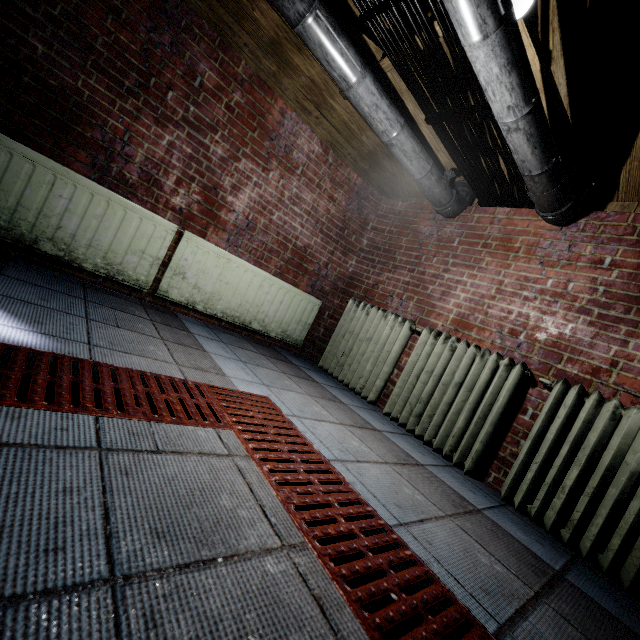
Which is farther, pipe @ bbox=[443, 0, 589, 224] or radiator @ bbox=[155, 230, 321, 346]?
radiator @ bbox=[155, 230, 321, 346]

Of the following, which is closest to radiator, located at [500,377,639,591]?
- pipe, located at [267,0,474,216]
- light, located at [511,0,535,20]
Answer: pipe, located at [267,0,474,216]

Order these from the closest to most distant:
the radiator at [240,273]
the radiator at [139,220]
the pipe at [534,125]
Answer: the pipe at [534,125], the radiator at [139,220], the radiator at [240,273]

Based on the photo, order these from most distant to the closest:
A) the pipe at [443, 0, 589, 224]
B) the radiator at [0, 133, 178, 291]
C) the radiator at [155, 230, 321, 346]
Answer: the radiator at [155, 230, 321, 346] < the radiator at [0, 133, 178, 291] < the pipe at [443, 0, 589, 224]

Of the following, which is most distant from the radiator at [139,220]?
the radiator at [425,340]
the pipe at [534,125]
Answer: the pipe at [534,125]

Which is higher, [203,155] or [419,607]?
[203,155]

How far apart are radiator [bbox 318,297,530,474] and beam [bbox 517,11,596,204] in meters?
1.3 m

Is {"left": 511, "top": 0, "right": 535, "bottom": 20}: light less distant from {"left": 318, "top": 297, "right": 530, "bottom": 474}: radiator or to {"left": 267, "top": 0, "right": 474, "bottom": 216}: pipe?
{"left": 267, "top": 0, "right": 474, "bottom": 216}: pipe
